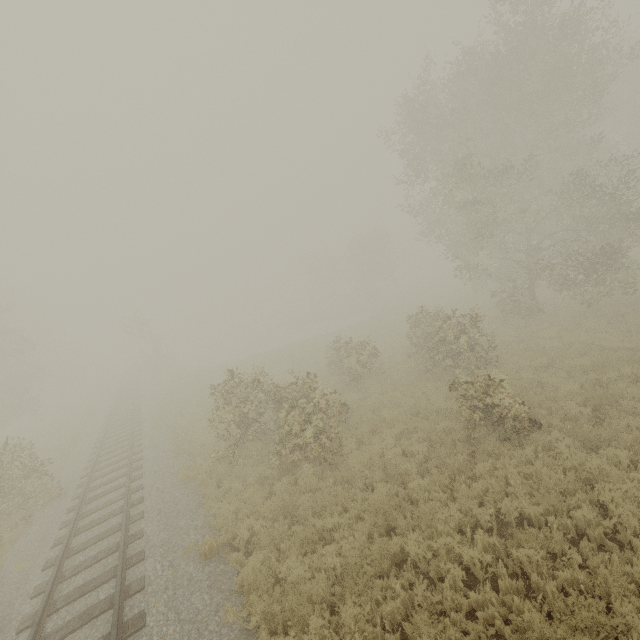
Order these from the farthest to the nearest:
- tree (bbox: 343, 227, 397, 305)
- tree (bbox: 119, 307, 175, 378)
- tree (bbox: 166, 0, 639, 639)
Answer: tree (bbox: 343, 227, 397, 305) < tree (bbox: 119, 307, 175, 378) < tree (bbox: 166, 0, 639, 639)

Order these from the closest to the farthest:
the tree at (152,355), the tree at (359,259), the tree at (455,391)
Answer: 1. the tree at (455,391)
2. the tree at (152,355)
3. the tree at (359,259)

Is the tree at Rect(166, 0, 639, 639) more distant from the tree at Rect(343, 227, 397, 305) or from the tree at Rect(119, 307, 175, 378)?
the tree at Rect(119, 307, 175, 378)

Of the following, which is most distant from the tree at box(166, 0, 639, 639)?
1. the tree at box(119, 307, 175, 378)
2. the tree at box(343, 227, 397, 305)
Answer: the tree at box(119, 307, 175, 378)

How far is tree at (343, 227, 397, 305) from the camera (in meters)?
47.69

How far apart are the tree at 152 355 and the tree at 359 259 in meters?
31.3 m

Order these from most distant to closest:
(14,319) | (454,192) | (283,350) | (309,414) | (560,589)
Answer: (14,319)
(283,350)
(454,192)
(309,414)
(560,589)

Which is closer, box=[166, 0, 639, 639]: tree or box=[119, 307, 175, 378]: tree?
box=[166, 0, 639, 639]: tree
